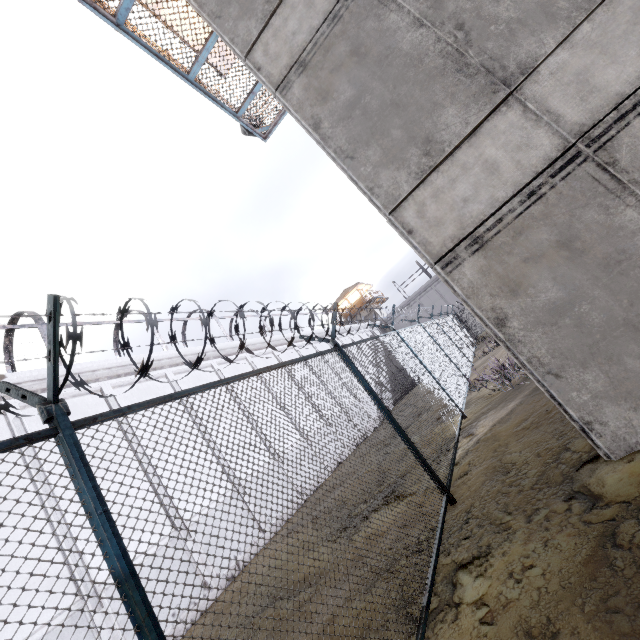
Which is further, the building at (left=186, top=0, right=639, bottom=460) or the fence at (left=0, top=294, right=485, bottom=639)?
the building at (left=186, top=0, right=639, bottom=460)

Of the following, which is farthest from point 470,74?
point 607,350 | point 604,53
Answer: point 607,350

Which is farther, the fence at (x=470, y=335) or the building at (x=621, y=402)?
the building at (x=621, y=402)
